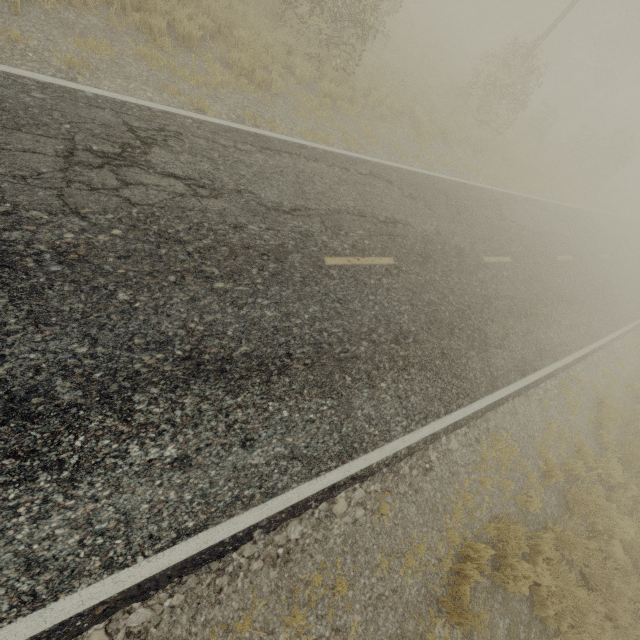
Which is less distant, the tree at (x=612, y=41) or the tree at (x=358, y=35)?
the tree at (x=358, y=35)

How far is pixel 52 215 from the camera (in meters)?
4.21

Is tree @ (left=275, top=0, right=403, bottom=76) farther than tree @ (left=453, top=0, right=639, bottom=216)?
No
